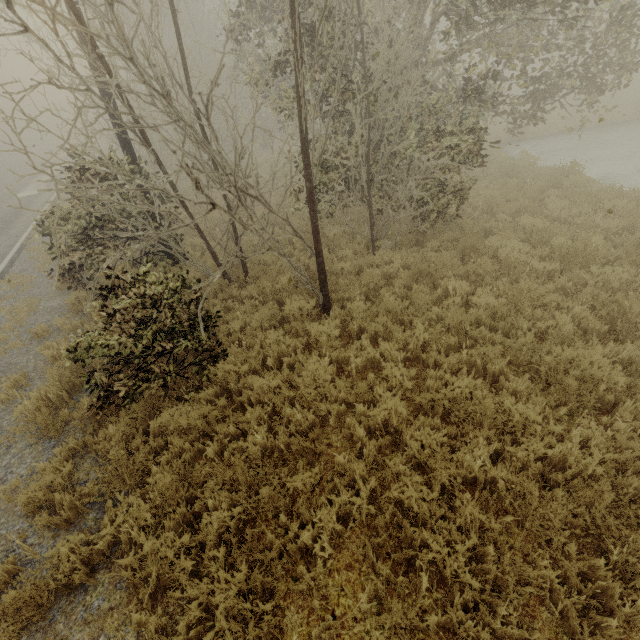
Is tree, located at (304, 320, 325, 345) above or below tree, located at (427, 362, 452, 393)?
above

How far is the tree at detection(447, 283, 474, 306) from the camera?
6.24m

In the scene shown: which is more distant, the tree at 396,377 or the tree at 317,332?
the tree at 317,332

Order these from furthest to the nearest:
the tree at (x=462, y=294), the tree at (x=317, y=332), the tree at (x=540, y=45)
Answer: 1. the tree at (x=462, y=294)
2. the tree at (x=317, y=332)
3. the tree at (x=540, y=45)

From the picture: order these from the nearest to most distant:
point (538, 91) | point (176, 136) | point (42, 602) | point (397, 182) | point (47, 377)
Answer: point (42, 602) → point (47, 377) → point (397, 182) → point (538, 91) → point (176, 136)

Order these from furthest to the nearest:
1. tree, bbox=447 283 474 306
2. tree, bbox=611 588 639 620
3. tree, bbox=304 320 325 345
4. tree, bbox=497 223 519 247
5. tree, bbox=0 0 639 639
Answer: tree, bbox=497 223 519 247 → tree, bbox=447 283 474 306 → tree, bbox=304 320 325 345 → tree, bbox=0 0 639 639 → tree, bbox=611 588 639 620
